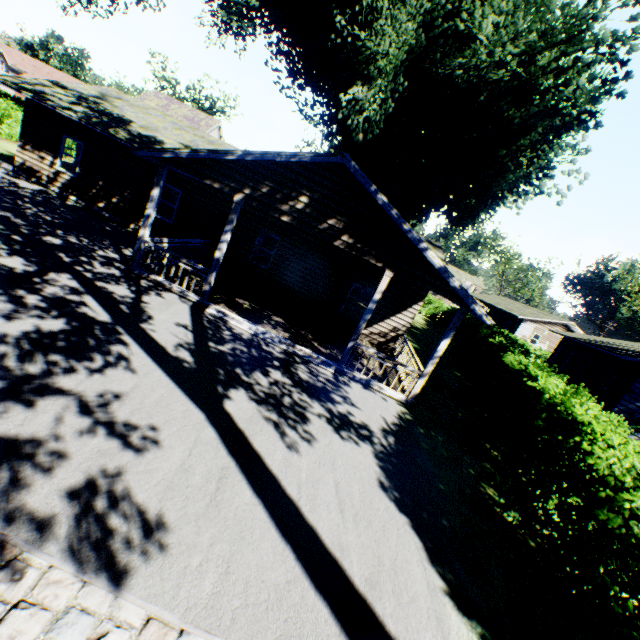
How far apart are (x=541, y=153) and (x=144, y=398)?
18.9 meters

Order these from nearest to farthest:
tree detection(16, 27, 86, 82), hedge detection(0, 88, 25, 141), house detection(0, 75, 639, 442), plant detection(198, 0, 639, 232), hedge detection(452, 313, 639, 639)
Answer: hedge detection(452, 313, 639, 639) → house detection(0, 75, 639, 442) → plant detection(198, 0, 639, 232) → hedge detection(0, 88, 25, 141) → tree detection(16, 27, 86, 82)

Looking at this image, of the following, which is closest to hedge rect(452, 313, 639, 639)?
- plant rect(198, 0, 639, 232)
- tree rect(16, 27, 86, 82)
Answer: tree rect(16, 27, 86, 82)

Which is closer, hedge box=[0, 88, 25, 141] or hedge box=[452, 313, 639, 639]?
hedge box=[452, 313, 639, 639]

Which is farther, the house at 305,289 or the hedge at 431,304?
the hedge at 431,304

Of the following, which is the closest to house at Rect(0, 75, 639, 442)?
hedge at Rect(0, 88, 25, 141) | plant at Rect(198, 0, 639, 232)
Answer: plant at Rect(198, 0, 639, 232)

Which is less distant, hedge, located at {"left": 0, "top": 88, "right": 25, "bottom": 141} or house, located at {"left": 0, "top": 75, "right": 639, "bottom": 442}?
house, located at {"left": 0, "top": 75, "right": 639, "bottom": 442}

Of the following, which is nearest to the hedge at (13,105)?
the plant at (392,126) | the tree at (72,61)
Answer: the tree at (72,61)
